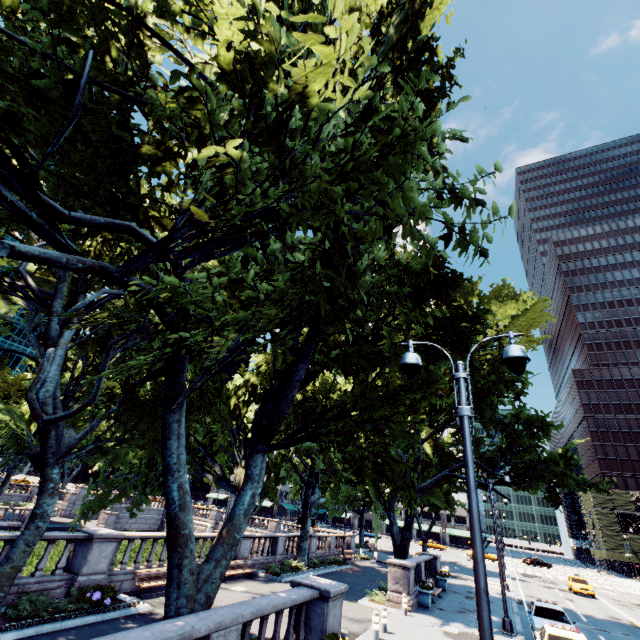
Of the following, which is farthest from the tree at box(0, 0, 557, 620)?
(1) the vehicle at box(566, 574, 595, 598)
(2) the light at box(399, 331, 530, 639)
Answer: (1) the vehicle at box(566, 574, 595, 598)

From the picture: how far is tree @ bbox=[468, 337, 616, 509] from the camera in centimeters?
1842cm

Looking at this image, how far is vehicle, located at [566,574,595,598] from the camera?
32.34m

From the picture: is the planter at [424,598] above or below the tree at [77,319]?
below

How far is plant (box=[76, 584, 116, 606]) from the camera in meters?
11.5 m

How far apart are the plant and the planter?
15.9m

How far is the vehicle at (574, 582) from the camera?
→ 32.3m

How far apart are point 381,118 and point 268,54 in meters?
2.0
